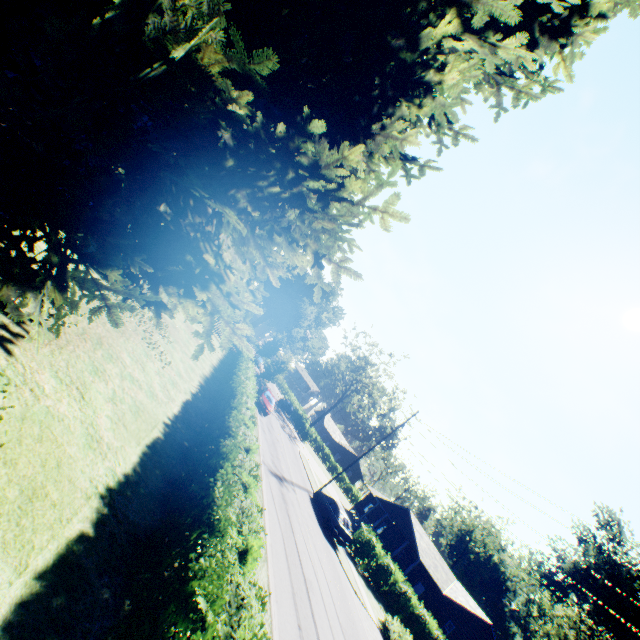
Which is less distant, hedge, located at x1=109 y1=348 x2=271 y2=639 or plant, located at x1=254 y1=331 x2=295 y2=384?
hedge, located at x1=109 y1=348 x2=271 y2=639

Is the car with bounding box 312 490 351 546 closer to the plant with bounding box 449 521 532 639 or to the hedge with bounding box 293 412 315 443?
the plant with bounding box 449 521 532 639

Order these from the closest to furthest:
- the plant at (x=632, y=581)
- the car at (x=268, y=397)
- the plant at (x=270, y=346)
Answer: the car at (x=268, y=397)
the plant at (x=270, y=346)
the plant at (x=632, y=581)

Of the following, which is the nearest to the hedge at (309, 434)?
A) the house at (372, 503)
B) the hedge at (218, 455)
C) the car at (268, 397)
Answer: the house at (372, 503)

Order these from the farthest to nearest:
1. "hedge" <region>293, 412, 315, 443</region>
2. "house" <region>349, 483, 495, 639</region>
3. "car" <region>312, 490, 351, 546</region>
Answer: "hedge" <region>293, 412, 315, 443</region>
"house" <region>349, 483, 495, 639</region>
"car" <region>312, 490, 351, 546</region>

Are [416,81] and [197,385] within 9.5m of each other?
no

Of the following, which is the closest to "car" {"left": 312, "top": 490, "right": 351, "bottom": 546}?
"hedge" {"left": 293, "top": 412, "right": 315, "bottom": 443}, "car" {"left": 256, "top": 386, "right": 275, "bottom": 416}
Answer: "car" {"left": 256, "top": 386, "right": 275, "bottom": 416}

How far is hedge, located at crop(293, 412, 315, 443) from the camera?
50.5 meters
